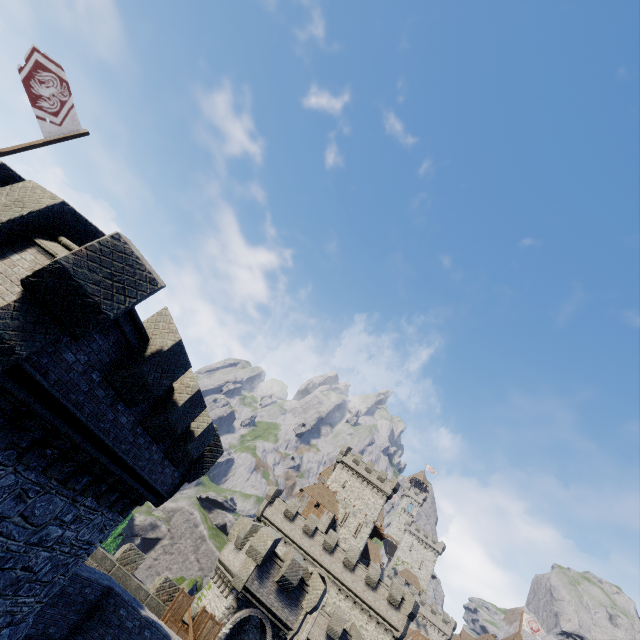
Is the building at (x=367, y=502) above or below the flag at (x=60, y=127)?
above

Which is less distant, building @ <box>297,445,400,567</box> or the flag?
the flag

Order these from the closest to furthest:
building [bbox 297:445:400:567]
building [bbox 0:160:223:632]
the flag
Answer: building [bbox 0:160:223:632], the flag, building [bbox 297:445:400:567]

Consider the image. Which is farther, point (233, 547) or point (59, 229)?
point (233, 547)

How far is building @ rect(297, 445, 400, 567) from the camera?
51.0 meters

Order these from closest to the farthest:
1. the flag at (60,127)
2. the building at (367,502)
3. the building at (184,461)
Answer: the building at (184,461) < the flag at (60,127) < the building at (367,502)

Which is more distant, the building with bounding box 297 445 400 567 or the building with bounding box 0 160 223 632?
the building with bounding box 297 445 400 567

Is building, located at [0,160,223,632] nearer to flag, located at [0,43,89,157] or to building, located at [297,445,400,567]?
A: flag, located at [0,43,89,157]
